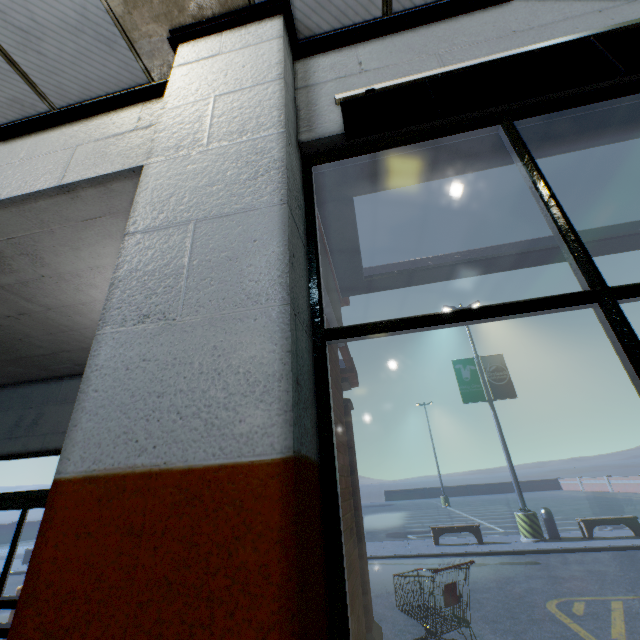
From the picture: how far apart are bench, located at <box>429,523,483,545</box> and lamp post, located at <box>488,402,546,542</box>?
1.4m

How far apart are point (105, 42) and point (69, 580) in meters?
3.1 m

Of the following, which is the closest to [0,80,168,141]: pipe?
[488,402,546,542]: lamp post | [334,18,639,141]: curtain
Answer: [334,18,639,141]: curtain

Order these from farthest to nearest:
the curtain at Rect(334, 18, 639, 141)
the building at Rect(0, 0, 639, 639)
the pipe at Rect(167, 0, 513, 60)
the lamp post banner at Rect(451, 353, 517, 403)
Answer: the lamp post banner at Rect(451, 353, 517, 403), the pipe at Rect(167, 0, 513, 60), the curtain at Rect(334, 18, 639, 141), the building at Rect(0, 0, 639, 639)

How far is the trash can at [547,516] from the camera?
11.7m

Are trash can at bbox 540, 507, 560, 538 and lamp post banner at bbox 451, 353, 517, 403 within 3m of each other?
no

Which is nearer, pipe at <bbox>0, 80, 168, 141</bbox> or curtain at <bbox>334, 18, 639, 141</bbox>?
curtain at <bbox>334, 18, 639, 141</bbox>

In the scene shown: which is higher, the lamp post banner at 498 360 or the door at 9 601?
the lamp post banner at 498 360
